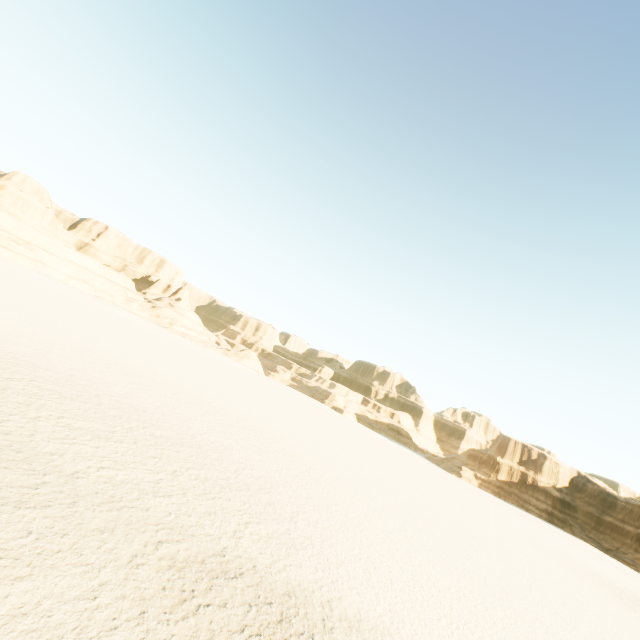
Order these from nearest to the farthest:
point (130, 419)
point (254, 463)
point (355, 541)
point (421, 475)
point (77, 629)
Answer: point (77, 629), point (355, 541), point (130, 419), point (254, 463), point (421, 475)
